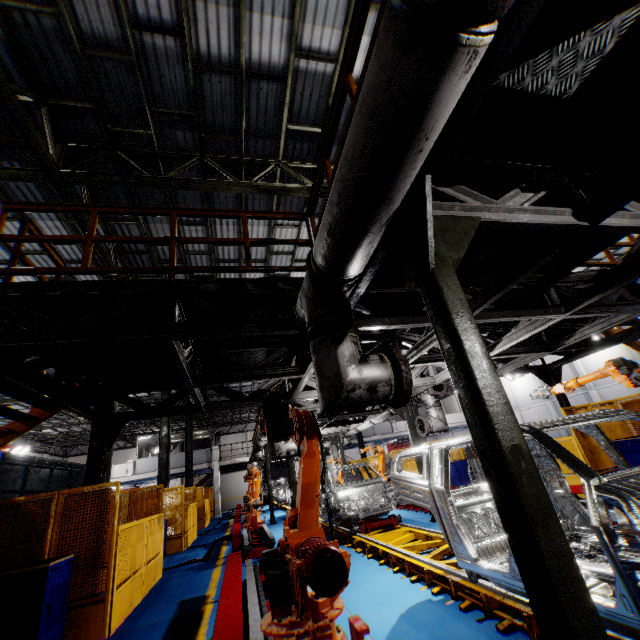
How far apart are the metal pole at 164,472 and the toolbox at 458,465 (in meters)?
12.64

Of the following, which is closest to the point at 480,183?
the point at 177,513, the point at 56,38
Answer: the point at 56,38

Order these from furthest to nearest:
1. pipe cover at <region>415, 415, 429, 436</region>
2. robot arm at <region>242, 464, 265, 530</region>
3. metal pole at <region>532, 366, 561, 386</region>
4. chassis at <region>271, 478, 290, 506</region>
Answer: chassis at <region>271, 478, 290, 506</region> < robot arm at <region>242, 464, 265, 530</region> < metal pole at <region>532, 366, 561, 386</region> < pipe cover at <region>415, 415, 429, 436</region>

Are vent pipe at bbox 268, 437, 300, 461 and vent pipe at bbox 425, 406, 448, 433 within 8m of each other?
yes

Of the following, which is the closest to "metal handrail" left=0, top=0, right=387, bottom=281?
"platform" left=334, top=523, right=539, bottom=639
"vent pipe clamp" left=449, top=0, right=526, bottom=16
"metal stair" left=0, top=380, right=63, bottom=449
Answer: "metal stair" left=0, top=380, right=63, bottom=449

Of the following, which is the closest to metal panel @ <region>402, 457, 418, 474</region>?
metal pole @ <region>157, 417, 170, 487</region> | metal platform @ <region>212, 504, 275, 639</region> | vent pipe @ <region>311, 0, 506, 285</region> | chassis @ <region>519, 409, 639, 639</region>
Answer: metal pole @ <region>157, 417, 170, 487</region>

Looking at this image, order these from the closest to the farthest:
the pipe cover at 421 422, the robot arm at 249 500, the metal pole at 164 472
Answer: the pipe cover at 421 422 → the robot arm at 249 500 → the metal pole at 164 472

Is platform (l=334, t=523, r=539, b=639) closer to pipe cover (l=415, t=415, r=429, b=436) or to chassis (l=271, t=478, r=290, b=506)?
chassis (l=271, t=478, r=290, b=506)
